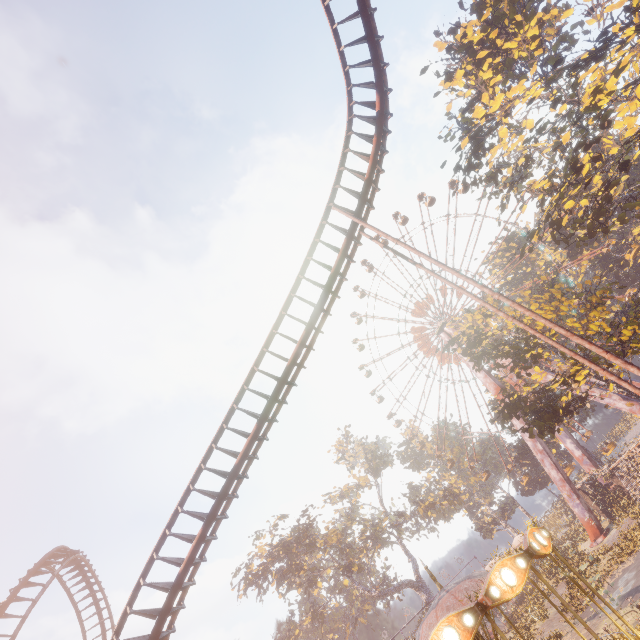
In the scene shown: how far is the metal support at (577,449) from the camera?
39.31m

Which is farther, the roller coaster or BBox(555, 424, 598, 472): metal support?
BBox(555, 424, 598, 472): metal support

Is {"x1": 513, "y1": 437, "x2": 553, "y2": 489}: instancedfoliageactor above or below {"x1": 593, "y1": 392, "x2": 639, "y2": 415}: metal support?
above

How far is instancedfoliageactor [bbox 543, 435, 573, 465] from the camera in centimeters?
4615cm

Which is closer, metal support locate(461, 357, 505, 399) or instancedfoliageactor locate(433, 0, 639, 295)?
instancedfoliageactor locate(433, 0, 639, 295)

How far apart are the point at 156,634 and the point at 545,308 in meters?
28.2 m

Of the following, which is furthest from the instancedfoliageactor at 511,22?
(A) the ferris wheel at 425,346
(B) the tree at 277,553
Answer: (B) the tree at 277,553

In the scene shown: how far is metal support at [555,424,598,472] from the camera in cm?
3931
